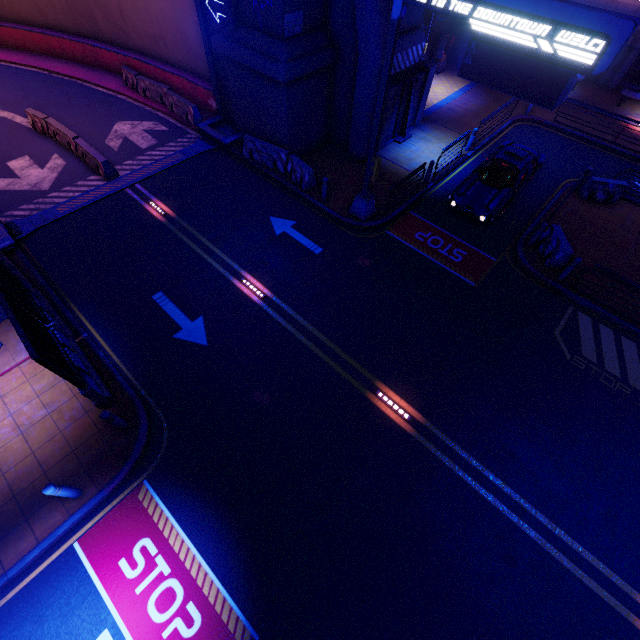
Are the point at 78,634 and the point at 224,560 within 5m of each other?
yes

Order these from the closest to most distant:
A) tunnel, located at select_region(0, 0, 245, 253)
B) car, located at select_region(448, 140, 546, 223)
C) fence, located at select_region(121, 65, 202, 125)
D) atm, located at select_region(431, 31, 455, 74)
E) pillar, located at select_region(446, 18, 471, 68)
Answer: car, located at select_region(448, 140, 546, 223) < tunnel, located at select_region(0, 0, 245, 253) < fence, located at select_region(121, 65, 202, 125) < atm, located at select_region(431, 31, 455, 74) < pillar, located at select_region(446, 18, 471, 68)

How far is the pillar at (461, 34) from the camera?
21.1 meters

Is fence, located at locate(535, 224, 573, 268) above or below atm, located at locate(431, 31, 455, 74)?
below

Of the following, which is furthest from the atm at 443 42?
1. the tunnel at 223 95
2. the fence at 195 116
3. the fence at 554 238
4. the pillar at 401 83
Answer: the fence at 195 116

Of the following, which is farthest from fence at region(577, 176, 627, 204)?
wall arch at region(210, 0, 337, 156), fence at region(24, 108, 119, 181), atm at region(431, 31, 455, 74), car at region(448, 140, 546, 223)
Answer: fence at region(24, 108, 119, 181)

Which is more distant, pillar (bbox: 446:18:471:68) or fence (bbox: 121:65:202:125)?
pillar (bbox: 446:18:471:68)

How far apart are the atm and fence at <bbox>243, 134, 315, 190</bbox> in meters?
14.6 m
